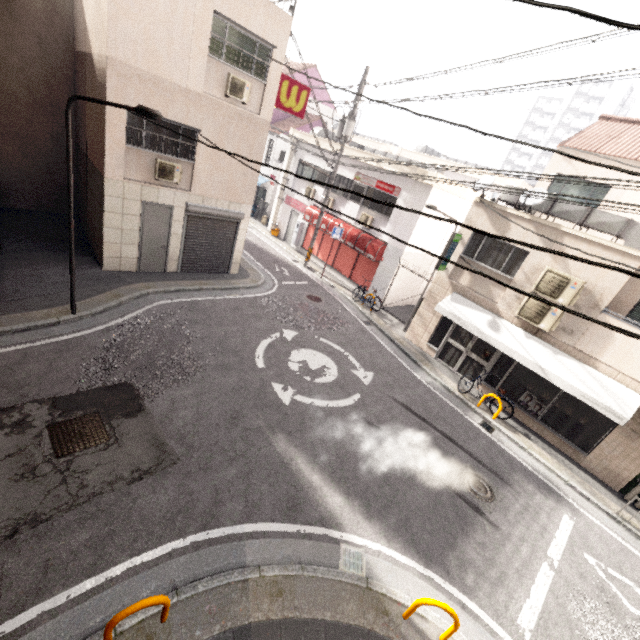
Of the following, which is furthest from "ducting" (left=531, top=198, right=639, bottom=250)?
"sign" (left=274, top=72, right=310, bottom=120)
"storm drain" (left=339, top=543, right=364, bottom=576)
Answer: "storm drain" (left=339, top=543, right=364, bottom=576)

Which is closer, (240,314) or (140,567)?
(140,567)

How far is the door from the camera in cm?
1077

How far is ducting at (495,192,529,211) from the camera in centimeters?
1072cm

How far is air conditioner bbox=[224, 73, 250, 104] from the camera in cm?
1001

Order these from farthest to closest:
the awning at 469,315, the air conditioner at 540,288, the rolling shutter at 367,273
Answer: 1. the rolling shutter at 367,273
2. the air conditioner at 540,288
3. the awning at 469,315

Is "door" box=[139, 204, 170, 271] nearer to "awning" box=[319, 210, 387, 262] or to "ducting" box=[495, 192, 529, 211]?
"awning" box=[319, 210, 387, 262]

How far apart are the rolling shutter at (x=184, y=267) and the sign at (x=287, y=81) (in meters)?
3.69
